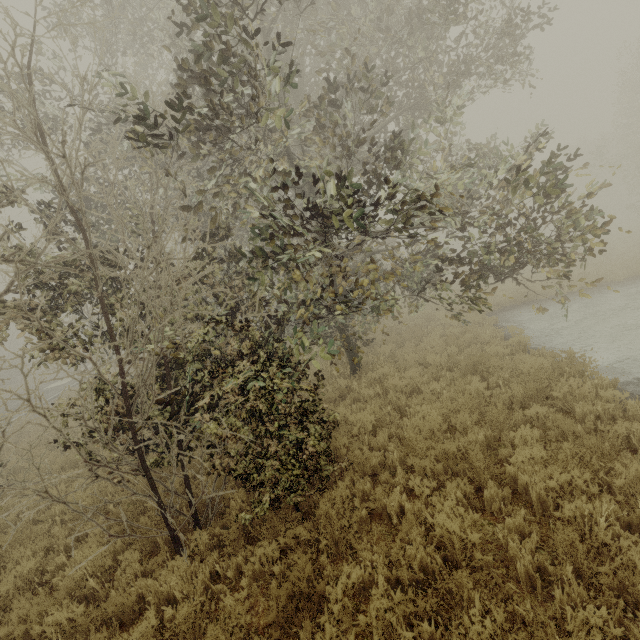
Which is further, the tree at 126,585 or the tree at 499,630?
the tree at 126,585

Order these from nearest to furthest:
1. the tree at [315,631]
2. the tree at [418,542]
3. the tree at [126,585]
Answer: the tree at [315,631] → the tree at [418,542] → the tree at [126,585]

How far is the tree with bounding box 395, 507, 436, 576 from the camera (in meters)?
3.69

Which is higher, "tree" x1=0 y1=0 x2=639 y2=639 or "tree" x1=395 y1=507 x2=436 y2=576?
"tree" x1=0 y1=0 x2=639 y2=639

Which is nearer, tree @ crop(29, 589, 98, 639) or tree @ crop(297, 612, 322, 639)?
tree @ crop(297, 612, 322, 639)

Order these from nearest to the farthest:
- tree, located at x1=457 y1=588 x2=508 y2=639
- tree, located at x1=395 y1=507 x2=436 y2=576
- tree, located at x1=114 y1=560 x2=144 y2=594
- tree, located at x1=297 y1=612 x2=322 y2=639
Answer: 1. tree, located at x1=457 y1=588 x2=508 y2=639
2. tree, located at x1=297 y1=612 x2=322 y2=639
3. tree, located at x1=395 y1=507 x2=436 y2=576
4. tree, located at x1=114 y1=560 x2=144 y2=594

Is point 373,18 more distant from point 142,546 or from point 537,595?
point 142,546
